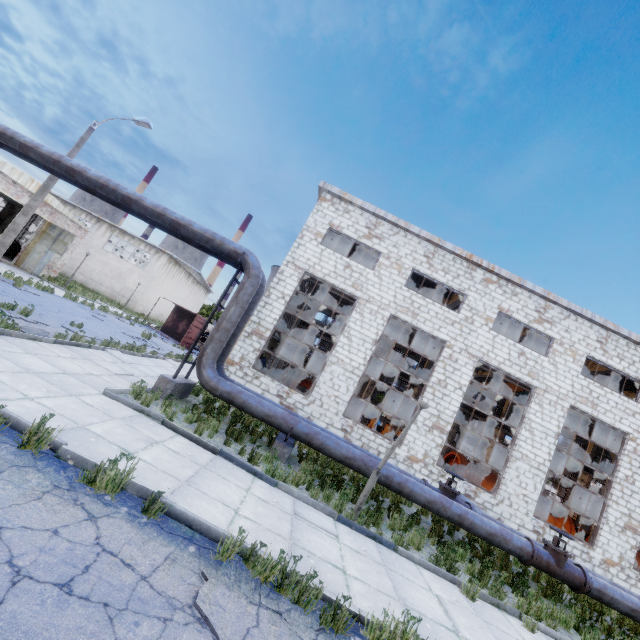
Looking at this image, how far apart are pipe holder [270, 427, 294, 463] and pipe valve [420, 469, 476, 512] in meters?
4.3 m

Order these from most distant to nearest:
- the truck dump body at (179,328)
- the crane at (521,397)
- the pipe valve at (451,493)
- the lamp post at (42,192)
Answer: the truck dump body at (179,328)
the crane at (521,397)
the lamp post at (42,192)
the pipe valve at (451,493)

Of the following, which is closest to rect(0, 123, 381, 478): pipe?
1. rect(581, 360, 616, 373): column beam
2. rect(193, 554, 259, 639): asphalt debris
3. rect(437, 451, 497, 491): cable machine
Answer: rect(193, 554, 259, 639): asphalt debris

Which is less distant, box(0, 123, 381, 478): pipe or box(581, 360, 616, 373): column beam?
box(0, 123, 381, 478): pipe

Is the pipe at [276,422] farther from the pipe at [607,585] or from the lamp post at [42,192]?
the lamp post at [42,192]

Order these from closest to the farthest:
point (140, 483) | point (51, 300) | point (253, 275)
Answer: point (140, 483) < point (253, 275) < point (51, 300)

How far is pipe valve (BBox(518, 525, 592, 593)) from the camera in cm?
906

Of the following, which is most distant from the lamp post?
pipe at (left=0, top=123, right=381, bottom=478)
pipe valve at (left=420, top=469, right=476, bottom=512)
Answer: pipe valve at (left=420, top=469, right=476, bottom=512)
